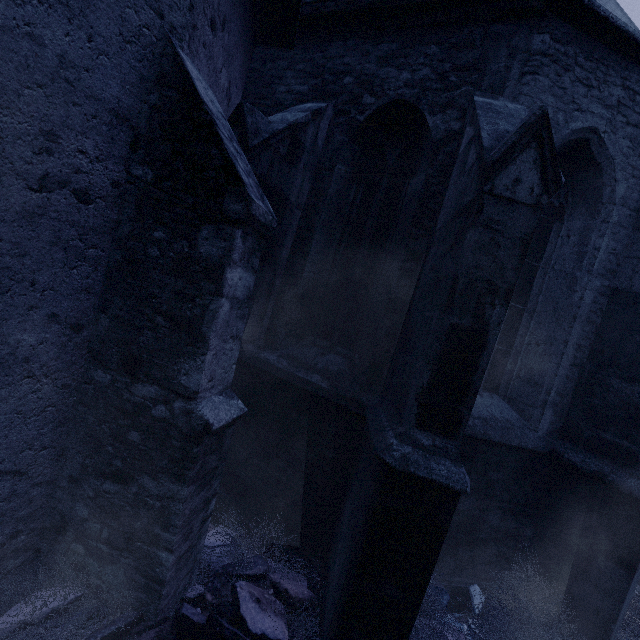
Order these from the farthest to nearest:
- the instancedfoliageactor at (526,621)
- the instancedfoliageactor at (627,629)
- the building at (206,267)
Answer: the instancedfoliageactor at (627,629) < the instancedfoliageactor at (526,621) < the building at (206,267)

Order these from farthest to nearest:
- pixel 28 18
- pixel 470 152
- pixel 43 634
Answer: pixel 470 152
pixel 43 634
pixel 28 18

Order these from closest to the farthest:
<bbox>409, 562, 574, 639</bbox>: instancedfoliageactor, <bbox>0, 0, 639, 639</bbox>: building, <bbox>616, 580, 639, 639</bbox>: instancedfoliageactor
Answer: <bbox>0, 0, 639, 639</bbox>: building → <bbox>409, 562, 574, 639</bbox>: instancedfoliageactor → <bbox>616, 580, 639, 639</bbox>: instancedfoliageactor

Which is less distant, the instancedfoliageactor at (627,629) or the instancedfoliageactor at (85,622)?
the instancedfoliageactor at (85,622)

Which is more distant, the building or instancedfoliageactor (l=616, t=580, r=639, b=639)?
instancedfoliageactor (l=616, t=580, r=639, b=639)

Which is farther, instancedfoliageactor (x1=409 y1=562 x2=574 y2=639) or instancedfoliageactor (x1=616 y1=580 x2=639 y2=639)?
instancedfoliageactor (x1=616 y1=580 x2=639 y2=639)
